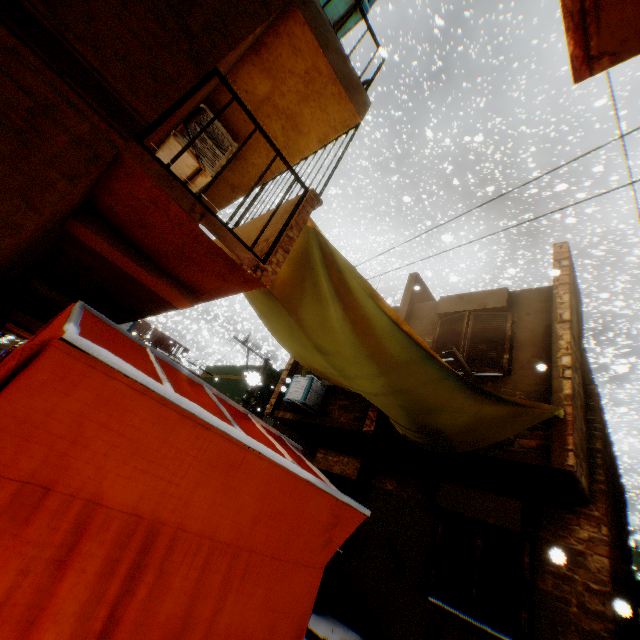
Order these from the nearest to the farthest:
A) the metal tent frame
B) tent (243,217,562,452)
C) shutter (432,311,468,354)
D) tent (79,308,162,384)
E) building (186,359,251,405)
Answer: the metal tent frame → tent (79,308,162,384) → tent (243,217,562,452) → shutter (432,311,468,354) → building (186,359,251,405)

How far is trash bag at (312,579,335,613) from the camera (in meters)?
6.88

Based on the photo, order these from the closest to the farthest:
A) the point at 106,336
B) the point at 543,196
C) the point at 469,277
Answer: the point at 106,336
the point at 543,196
the point at 469,277

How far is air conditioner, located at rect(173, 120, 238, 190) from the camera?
4.7 meters

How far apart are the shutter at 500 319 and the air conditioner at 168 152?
2.2m

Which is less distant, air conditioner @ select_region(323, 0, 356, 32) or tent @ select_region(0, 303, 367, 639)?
tent @ select_region(0, 303, 367, 639)

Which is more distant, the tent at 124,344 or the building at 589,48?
the tent at 124,344

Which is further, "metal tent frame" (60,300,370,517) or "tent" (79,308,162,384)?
"tent" (79,308,162,384)
